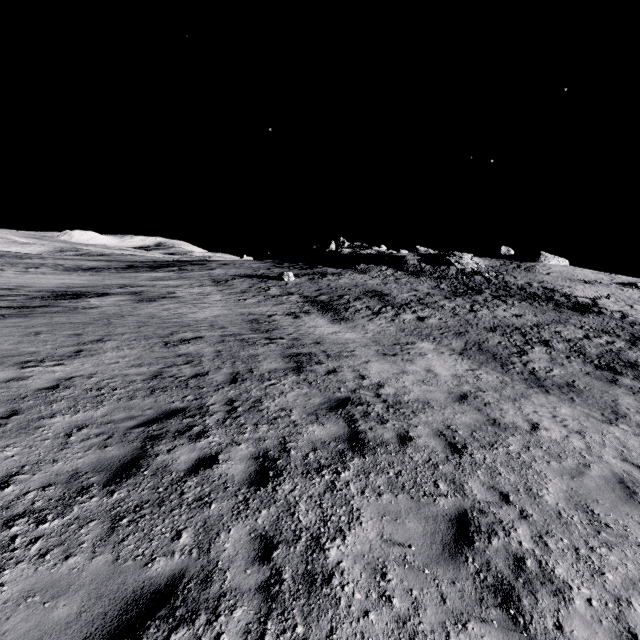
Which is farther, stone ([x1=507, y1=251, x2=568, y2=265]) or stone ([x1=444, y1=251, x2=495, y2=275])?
stone ([x1=507, y1=251, x2=568, y2=265])

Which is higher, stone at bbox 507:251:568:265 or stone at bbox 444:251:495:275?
stone at bbox 507:251:568:265

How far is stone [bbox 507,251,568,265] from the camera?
56.9 meters

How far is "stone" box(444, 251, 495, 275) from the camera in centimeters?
4361cm

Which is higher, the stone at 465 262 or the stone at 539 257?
the stone at 539 257

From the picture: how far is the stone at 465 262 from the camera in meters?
43.6

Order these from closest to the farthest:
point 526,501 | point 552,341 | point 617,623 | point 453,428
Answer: point 617,623, point 526,501, point 453,428, point 552,341
